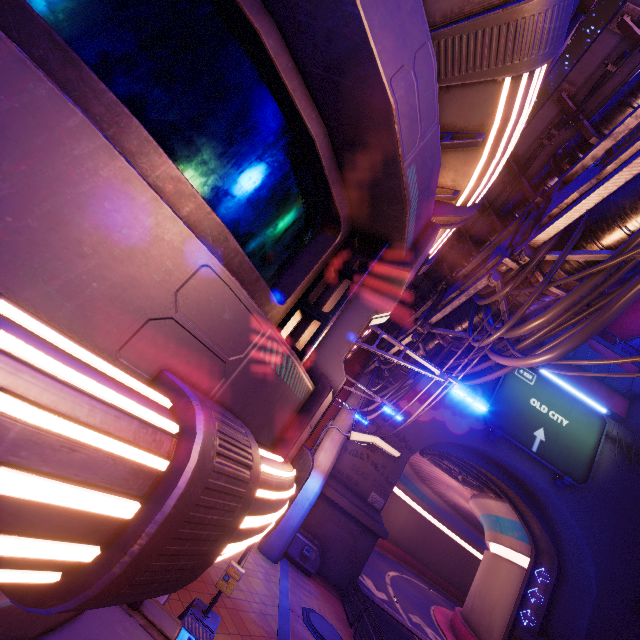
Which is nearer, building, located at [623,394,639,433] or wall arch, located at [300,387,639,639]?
wall arch, located at [300,387,639,639]

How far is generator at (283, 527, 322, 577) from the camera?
16.4m

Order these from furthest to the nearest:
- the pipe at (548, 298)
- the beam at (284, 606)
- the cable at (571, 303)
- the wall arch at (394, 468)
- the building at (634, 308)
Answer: the building at (634, 308) → the wall arch at (394, 468) → the beam at (284, 606) → the pipe at (548, 298) → the cable at (571, 303)

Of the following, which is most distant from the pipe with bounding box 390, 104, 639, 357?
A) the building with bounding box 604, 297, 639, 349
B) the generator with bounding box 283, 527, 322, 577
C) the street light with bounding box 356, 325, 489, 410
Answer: the building with bounding box 604, 297, 639, 349

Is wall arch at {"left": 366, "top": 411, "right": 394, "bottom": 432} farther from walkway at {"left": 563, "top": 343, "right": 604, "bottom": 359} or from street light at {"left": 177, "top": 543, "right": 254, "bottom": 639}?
street light at {"left": 177, "top": 543, "right": 254, "bottom": 639}

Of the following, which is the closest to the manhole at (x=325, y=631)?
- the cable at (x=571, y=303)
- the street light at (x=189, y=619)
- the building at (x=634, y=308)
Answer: the street light at (x=189, y=619)

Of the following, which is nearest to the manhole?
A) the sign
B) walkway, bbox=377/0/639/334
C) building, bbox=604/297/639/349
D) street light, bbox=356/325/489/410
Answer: street light, bbox=356/325/489/410

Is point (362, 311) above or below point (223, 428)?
above
